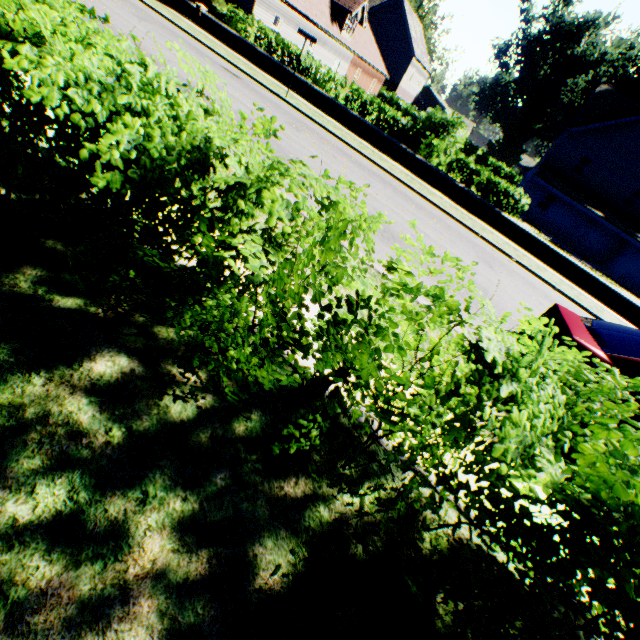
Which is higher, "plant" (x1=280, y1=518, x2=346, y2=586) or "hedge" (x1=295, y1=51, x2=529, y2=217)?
"hedge" (x1=295, y1=51, x2=529, y2=217)

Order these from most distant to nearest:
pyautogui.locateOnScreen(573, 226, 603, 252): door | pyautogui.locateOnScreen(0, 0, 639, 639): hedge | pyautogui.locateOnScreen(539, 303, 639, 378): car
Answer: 1. pyautogui.locateOnScreen(573, 226, 603, 252): door
2. pyautogui.locateOnScreen(539, 303, 639, 378): car
3. pyautogui.locateOnScreen(0, 0, 639, 639): hedge

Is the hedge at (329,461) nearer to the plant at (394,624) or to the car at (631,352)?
the plant at (394,624)

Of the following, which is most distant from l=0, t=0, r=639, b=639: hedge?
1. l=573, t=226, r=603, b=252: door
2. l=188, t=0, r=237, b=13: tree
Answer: l=573, t=226, r=603, b=252: door

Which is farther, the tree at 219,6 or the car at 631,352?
the tree at 219,6

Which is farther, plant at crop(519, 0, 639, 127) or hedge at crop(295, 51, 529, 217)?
plant at crop(519, 0, 639, 127)

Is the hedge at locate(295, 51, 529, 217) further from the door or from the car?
the door

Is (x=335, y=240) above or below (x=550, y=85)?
below
